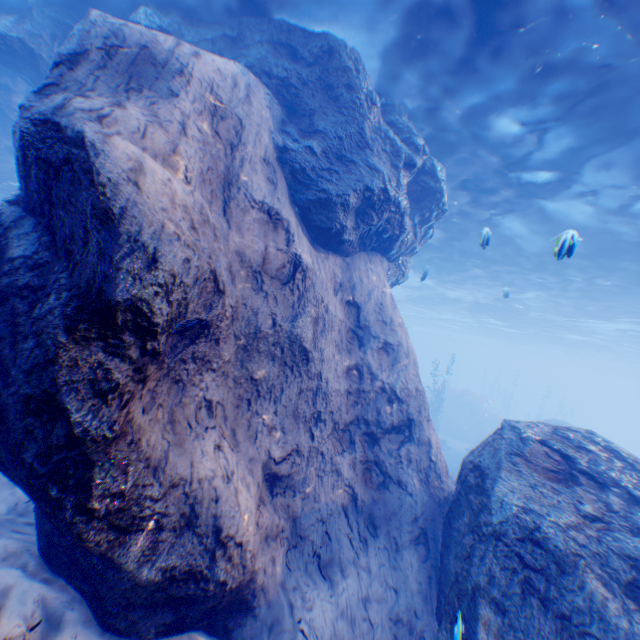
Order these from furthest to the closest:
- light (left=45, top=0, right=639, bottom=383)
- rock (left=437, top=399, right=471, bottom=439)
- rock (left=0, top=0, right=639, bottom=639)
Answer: rock (left=437, top=399, right=471, bottom=439) < light (left=45, top=0, right=639, bottom=383) < rock (left=0, top=0, right=639, bottom=639)

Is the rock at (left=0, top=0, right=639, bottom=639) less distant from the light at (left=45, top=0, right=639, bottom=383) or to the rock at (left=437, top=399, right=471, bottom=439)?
the light at (left=45, top=0, right=639, bottom=383)

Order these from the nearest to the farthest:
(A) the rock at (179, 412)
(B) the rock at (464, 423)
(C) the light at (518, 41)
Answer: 1. (A) the rock at (179, 412)
2. (C) the light at (518, 41)
3. (B) the rock at (464, 423)

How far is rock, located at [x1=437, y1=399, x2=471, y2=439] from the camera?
30.84m

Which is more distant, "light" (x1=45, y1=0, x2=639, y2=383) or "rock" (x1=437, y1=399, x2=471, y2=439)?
"rock" (x1=437, y1=399, x2=471, y2=439)

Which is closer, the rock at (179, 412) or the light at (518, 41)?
the rock at (179, 412)

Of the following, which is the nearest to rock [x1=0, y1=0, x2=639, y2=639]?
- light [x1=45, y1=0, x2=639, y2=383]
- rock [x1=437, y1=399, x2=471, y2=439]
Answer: light [x1=45, y1=0, x2=639, y2=383]

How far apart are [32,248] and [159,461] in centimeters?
250cm
